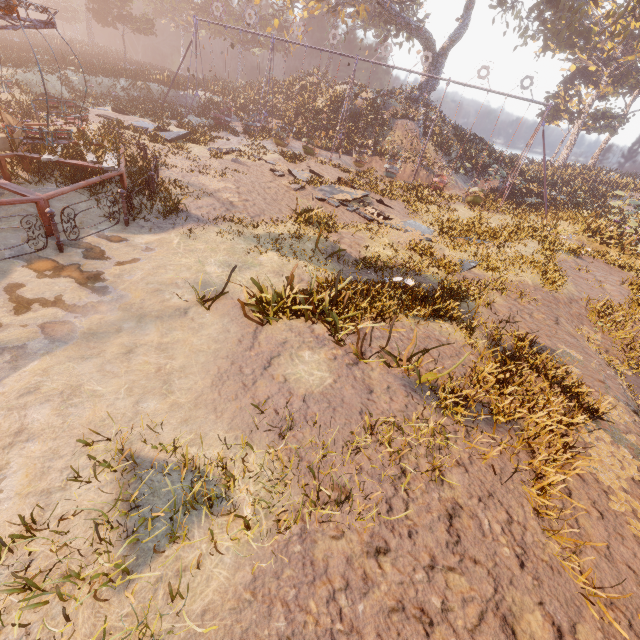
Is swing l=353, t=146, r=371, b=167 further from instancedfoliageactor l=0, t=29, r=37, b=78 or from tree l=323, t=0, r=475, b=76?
instancedfoliageactor l=0, t=29, r=37, b=78

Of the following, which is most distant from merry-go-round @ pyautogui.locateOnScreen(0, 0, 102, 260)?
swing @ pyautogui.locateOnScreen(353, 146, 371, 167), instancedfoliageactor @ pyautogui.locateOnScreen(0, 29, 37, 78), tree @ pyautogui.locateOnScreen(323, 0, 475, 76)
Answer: tree @ pyautogui.locateOnScreen(323, 0, 475, 76)

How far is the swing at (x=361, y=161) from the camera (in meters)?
23.14

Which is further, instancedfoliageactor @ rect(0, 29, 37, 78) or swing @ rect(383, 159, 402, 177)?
swing @ rect(383, 159, 402, 177)

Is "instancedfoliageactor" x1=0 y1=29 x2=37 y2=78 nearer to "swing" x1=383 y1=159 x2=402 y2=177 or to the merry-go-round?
"swing" x1=383 y1=159 x2=402 y2=177

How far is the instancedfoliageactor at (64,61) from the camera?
24.7 meters

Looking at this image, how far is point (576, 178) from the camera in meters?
41.1

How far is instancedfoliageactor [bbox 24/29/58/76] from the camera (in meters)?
21.27
